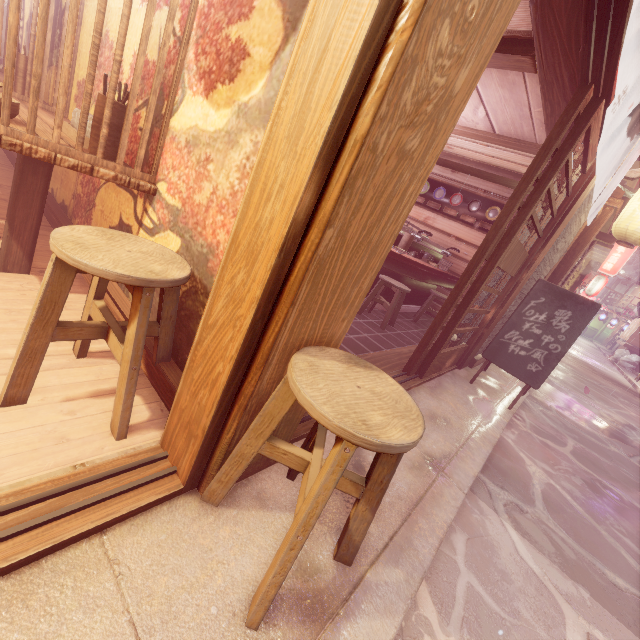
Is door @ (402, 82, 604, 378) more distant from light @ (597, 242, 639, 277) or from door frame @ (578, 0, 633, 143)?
light @ (597, 242, 639, 277)

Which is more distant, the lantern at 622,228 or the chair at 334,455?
the lantern at 622,228

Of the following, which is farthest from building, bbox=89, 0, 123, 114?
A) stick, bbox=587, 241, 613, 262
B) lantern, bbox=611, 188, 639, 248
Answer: stick, bbox=587, 241, 613, 262

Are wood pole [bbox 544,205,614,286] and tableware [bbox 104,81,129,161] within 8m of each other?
no

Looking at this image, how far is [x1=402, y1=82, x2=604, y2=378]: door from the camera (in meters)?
4.63

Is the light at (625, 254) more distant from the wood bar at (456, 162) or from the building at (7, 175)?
the building at (7, 175)

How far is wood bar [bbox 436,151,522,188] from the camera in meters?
10.2 m

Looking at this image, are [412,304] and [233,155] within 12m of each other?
yes
